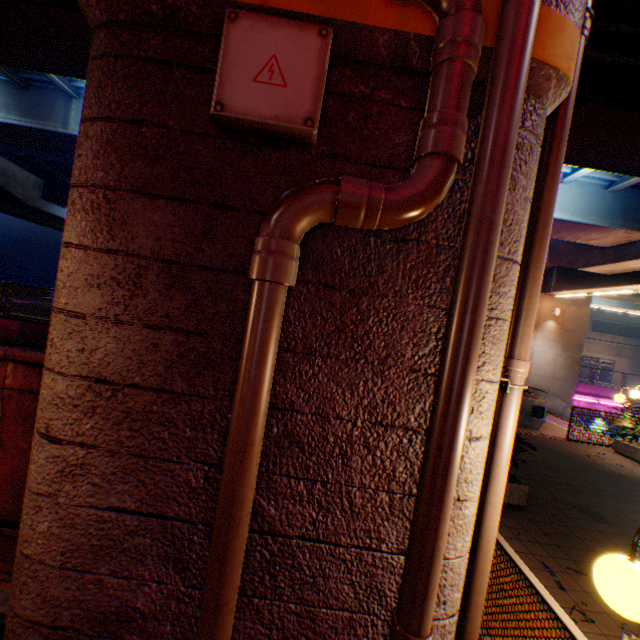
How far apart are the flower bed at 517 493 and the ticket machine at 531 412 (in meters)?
5.38

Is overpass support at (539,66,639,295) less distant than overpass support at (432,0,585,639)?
No

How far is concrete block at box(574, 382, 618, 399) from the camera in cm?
2388

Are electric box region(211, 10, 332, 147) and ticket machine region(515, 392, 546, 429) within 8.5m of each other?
no

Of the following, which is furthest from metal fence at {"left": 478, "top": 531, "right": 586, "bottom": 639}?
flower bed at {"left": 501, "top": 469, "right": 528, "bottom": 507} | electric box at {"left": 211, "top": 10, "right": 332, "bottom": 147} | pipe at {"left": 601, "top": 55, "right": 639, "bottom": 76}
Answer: pipe at {"left": 601, "top": 55, "right": 639, "bottom": 76}

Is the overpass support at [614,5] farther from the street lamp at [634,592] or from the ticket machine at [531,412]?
the ticket machine at [531,412]

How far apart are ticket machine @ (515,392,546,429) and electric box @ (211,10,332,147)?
12.10m

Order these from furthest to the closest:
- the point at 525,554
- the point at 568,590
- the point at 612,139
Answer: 1. the point at 612,139
2. the point at 525,554
3. the point at 568,590
